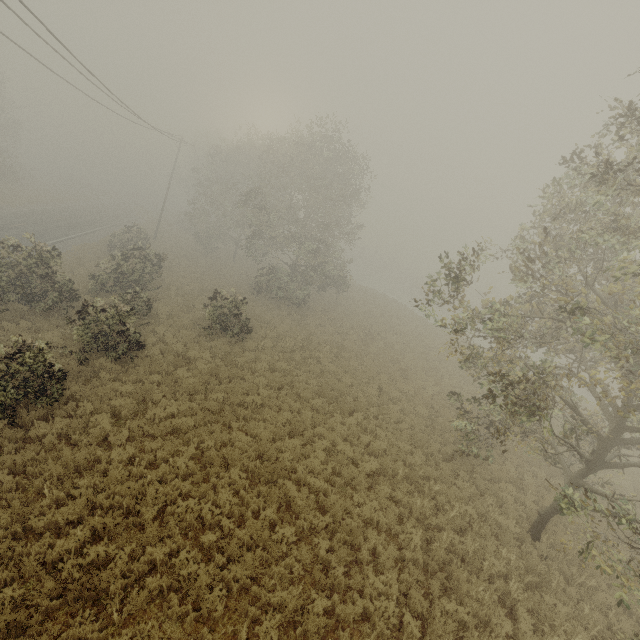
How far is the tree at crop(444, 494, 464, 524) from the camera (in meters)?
10.32

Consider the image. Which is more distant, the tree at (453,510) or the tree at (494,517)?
the tree at (453,510)

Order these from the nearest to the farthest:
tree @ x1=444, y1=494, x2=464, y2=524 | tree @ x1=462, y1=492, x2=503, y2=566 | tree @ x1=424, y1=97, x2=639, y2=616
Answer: tree @ x1=424, y1=97, x2=639, y2=616 → tree @ x1=462, y1=492, x2=503, y2=566 → tree @ x1=444, y1=494, x2=464, y2=524

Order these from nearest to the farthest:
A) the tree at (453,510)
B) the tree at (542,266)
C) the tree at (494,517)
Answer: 1. the tree at (542,266)
2. the tree at (494,517)
3. the tree at (453,510)

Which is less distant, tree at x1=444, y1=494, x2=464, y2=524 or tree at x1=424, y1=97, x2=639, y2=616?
tree at x1=424, y1=97, x2=639, y2=616

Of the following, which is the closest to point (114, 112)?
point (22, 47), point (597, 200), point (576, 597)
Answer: point (22, 47)
